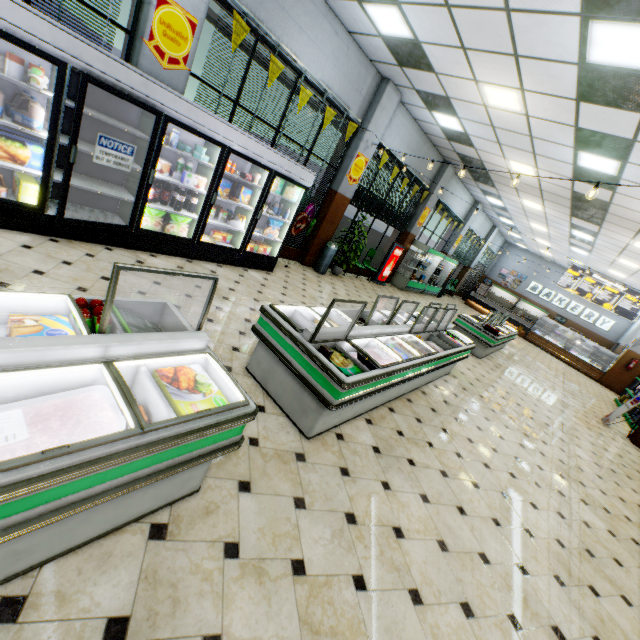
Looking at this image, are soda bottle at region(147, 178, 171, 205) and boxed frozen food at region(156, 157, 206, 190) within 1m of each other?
yes

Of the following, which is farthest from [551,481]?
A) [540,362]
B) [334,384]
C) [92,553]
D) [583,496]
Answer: [540,362]

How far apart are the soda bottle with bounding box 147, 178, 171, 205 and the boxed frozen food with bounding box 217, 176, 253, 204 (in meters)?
0.62

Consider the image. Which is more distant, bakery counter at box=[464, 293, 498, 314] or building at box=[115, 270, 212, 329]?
bakery counter at box=[464, 293, 498, 314]

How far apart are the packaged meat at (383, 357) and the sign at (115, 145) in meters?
3.9

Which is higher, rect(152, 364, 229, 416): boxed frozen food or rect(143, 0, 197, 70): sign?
rect(143, 0, 197, 70): sign

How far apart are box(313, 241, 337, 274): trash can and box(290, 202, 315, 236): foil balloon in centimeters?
77cm

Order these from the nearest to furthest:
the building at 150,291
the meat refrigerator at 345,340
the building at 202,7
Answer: the meat refrigerator at 345,340 → the building at 150,291 → the building at 202,7
